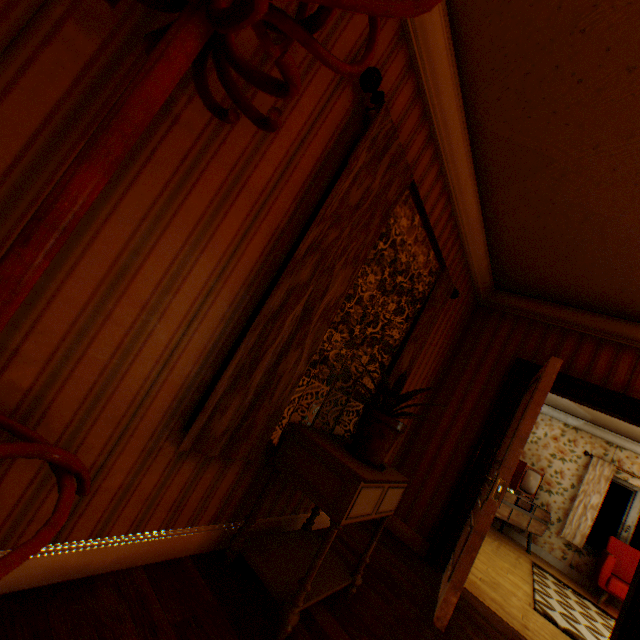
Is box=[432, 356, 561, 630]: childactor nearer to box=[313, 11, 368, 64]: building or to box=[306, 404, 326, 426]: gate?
box=[313, 11, 368, 64]: building

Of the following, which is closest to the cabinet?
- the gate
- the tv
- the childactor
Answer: the childactor

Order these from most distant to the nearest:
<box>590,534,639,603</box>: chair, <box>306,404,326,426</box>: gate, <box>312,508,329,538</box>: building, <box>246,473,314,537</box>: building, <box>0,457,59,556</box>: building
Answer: <box>306,404,326,426</box>: gate
<box>590,534,639,603</box>: chair
<box>312,508,329,538</box>: building
<box>246,473,314,537</box>: building
<box>0,457,59,556</box>: building

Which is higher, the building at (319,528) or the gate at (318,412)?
the building at (319,528)

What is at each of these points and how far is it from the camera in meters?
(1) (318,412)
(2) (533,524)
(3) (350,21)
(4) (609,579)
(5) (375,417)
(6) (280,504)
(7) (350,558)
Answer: (1) gate, 28.5
(2) tv, 6.7
(3) building, 1.4
(4) chair, 5.7
(5) flower pot, 1.9
(6) building, 2.3
(7) building, 2.6

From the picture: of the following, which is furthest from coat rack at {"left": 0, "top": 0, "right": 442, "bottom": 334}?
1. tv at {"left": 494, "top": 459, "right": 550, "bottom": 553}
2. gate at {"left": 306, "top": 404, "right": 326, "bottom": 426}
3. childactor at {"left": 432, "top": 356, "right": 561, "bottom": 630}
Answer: gate at {"left": 306, "top": 404, "right": 326, "bottom": 426}

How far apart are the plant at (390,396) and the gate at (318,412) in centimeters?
2701cm

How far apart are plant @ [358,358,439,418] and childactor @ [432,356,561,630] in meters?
0.9
